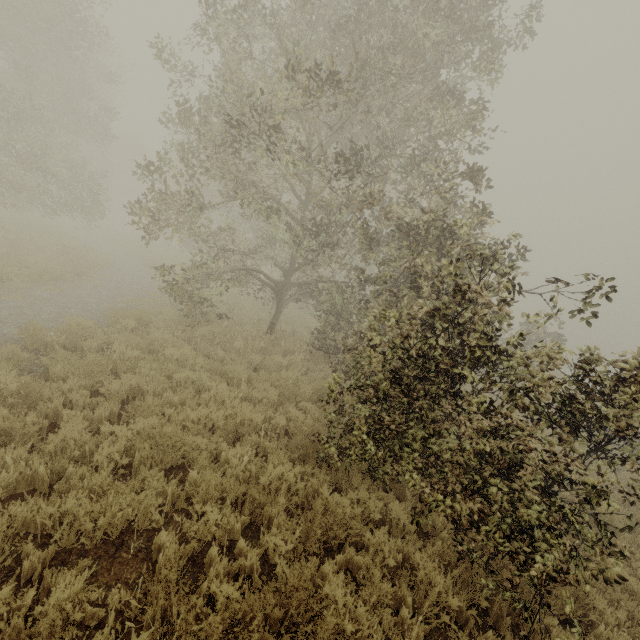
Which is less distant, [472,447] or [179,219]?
[472,447]
